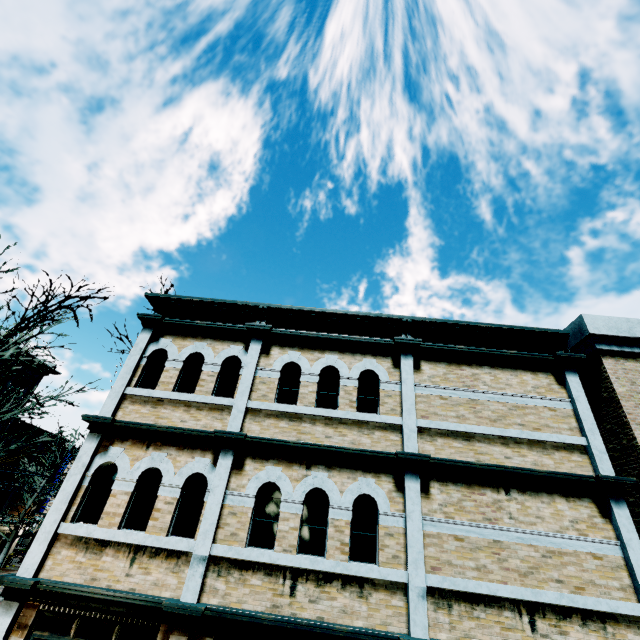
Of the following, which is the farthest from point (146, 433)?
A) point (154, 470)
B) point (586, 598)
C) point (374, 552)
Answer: point (586, 598)

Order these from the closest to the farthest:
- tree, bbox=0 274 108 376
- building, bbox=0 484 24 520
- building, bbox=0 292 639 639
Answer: building, bbox=0 292 639 639, tree, bbox=0 274 108 376, building, bbox=0 484 24 520

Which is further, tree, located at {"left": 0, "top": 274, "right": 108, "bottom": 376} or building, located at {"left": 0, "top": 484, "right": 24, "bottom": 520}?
building, located at {"left": 0, "top": 484, "right": 24, "bottom": 520}

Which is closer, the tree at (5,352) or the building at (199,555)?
the building at (199,555)

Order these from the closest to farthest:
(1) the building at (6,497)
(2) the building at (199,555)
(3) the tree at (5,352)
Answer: (2) the building at (199,555), (3) the tree at (5,352), (1) the building at (6,497)

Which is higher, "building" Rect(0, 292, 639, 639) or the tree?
the tree
